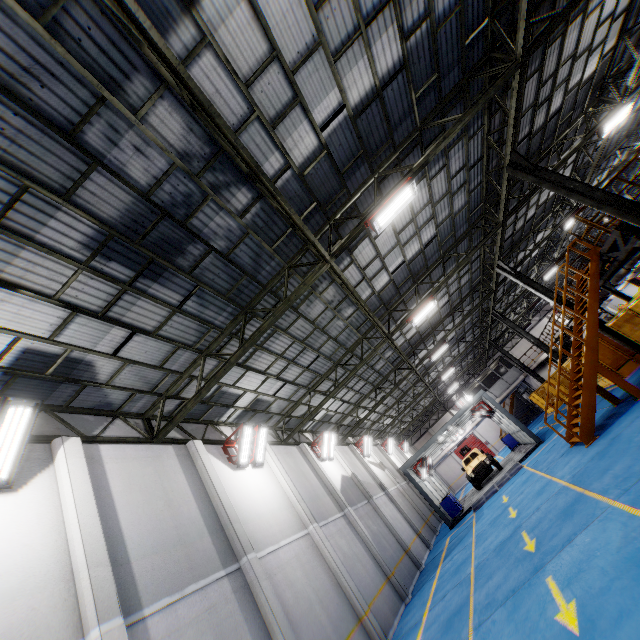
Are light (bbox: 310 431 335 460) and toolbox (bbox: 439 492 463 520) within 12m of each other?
yes

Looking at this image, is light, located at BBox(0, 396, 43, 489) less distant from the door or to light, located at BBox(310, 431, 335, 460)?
light, located at BBox(310, 431, 335, 460)

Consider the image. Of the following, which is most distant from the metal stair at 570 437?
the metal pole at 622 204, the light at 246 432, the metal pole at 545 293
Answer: the light at 246 432

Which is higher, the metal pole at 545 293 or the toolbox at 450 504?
the metal pole at 545 293

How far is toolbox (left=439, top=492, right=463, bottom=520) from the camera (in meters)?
20.48

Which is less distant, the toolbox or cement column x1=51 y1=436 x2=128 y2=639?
cement column x1=51 y1=436 x2=128 y2=639

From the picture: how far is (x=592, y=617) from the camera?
4.21m

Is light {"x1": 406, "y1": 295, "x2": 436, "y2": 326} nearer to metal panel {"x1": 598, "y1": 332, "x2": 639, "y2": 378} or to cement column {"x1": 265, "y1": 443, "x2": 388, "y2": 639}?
metal panel {"x1": 598, "y1": 332, "x2": 639, "y2": 378}
